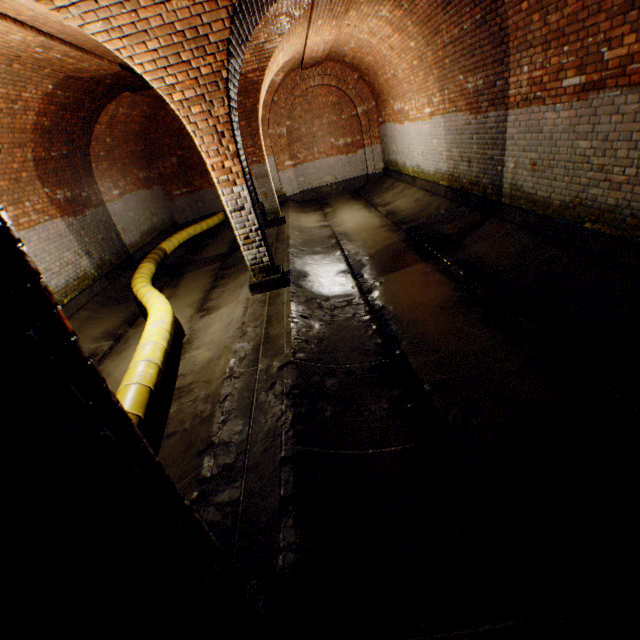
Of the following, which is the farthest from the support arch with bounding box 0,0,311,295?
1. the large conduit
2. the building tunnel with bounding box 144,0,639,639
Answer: the large conduit

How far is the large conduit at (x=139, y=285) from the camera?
3.6m

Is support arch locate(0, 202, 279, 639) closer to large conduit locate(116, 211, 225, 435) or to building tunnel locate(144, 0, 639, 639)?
building tunnel locate(144, 0, 639, 639)

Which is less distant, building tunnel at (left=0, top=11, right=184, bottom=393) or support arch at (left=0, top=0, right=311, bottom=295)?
support arch at (left=0, top=0, right=311, bottom=295)

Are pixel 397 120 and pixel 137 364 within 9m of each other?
no

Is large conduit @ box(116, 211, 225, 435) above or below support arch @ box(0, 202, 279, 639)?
below

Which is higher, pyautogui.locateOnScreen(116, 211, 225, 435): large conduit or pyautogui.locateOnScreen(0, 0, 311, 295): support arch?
pyautogui.locateOnScreen(0, 0, 311, 295): support arch

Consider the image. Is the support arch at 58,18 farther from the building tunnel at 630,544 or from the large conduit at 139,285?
the large conduit at 139,285
